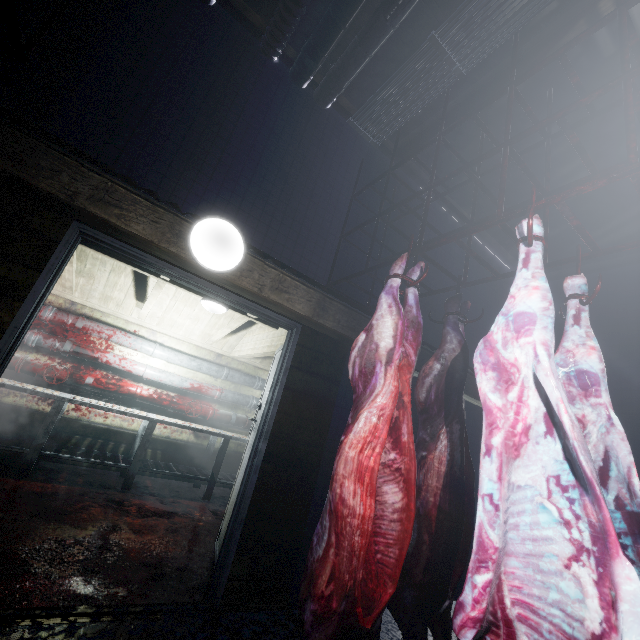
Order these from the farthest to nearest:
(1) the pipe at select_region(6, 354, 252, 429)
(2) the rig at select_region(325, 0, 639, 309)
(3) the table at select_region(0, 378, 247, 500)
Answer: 1. (1) the pipe at select_region(6, 354, 252, 429)
2. (3) the table at select_region(0, 378, 247, 500)
3. (2) the rig at select_region(325, 0, 639, 309)

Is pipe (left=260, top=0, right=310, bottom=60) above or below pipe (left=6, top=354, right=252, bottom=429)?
above

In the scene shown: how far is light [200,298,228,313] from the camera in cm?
367

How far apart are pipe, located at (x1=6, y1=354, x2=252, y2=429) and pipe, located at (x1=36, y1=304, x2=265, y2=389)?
0.43m

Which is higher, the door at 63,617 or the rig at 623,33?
the rig at 623,33

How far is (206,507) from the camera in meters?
4.0

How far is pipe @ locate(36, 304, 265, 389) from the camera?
4.14m

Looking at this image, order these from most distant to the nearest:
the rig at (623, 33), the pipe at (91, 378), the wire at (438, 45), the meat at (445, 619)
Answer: the pipe at (91, 378), the wire at (438, 45), the rig at (623, 33), the meat at (445, 619)
